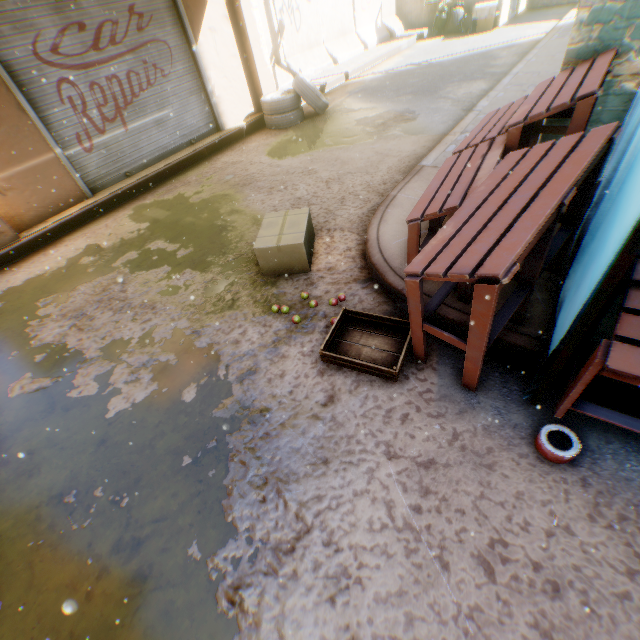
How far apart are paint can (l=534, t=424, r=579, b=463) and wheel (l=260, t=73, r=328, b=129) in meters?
7.8

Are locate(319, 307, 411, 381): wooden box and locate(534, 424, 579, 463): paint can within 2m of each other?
yes

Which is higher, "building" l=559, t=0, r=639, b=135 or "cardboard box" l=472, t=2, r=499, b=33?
"building" l=559, t=0, r=639, b=135

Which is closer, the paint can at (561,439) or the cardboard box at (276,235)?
the paint can at (561,439)

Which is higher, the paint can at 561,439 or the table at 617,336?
the table at 617,336

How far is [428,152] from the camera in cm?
518

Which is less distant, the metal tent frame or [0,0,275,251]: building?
the metal tent frame

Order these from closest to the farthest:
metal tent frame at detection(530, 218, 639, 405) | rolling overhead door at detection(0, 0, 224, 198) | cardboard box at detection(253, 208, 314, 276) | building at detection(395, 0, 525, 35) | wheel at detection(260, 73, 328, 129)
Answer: metal tent frame at detection(530, 218, 639, 405), cardboard box at detection(253, 208, 314, 276), rolling overhead door at detection(0, 0, 224, 198), wheel at detection(260, 73, 328, 129), building at detection(395, 0, 525, 35)
